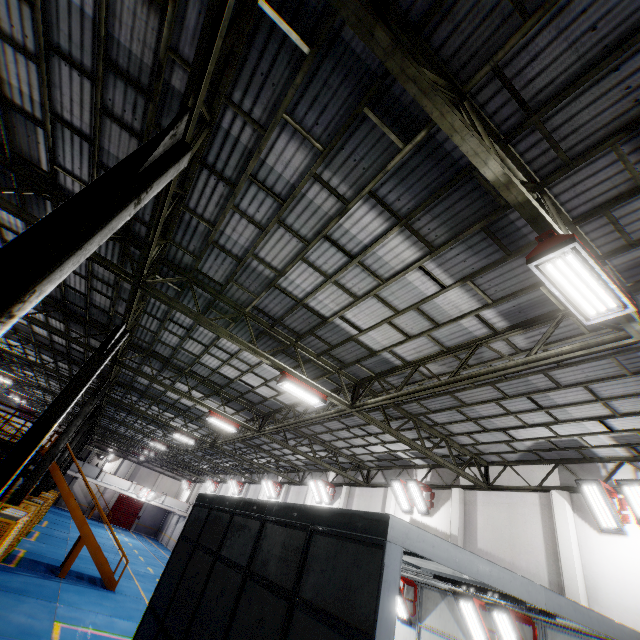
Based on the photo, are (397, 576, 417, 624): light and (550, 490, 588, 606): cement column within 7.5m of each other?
yes

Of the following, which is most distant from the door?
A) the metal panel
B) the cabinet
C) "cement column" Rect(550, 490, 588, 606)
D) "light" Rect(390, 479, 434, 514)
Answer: "cement column" Rect(550, 490, 588, 606)

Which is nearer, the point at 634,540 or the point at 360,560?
the point at 360,560

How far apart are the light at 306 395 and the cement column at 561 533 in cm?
875

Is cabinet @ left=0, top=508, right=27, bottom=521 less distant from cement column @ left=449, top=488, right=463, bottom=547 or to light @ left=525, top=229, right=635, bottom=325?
cement column @ left=449, top=488, right=463, bottom=547

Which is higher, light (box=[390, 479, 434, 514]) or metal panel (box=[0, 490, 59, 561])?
light (box=[390, 479, 434, 514])

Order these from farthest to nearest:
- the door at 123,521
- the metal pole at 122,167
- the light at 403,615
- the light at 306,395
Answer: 1. the door at 123,521
2. the light at 403,615
3. the light at 306,395
4. the metal pole at 122,167
